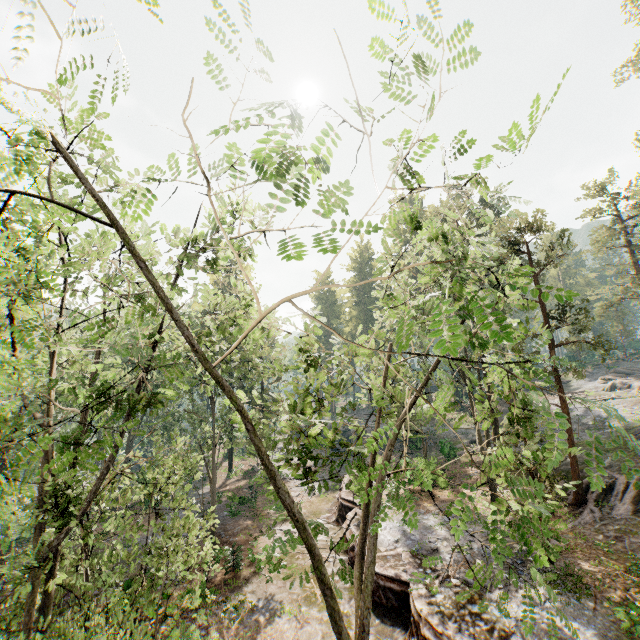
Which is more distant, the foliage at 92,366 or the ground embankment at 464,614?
the ground embankment at 464,614

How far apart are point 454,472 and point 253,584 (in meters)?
18.75

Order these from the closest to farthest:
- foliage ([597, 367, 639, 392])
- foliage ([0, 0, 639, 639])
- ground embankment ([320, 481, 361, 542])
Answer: foliage ([0, 0, 639, 639])
ground embankment ([320, 481, 361, 542])
foliage ([597, 367, 639, 392])

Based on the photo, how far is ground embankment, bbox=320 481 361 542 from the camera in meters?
20.0

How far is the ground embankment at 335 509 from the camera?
20.0 meters

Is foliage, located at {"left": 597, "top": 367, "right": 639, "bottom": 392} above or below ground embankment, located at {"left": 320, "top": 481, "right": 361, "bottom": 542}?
above

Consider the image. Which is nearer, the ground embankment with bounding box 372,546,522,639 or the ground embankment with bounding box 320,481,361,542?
the ground embankment with bounding box 372,546,522,639
